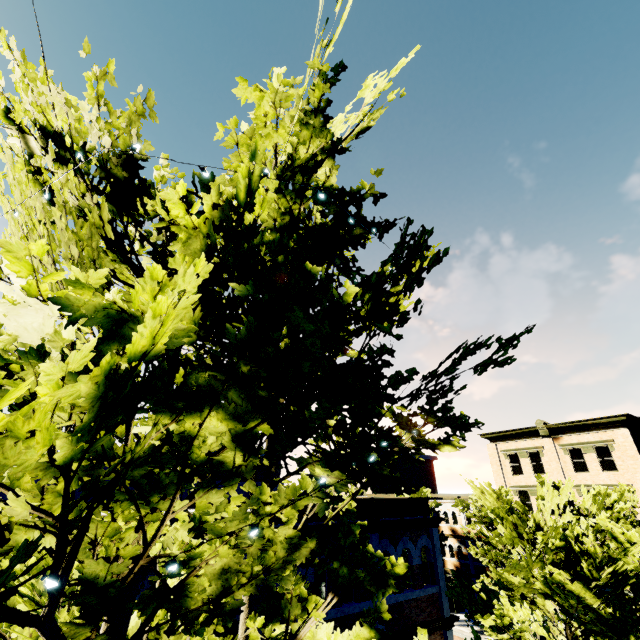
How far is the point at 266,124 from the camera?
4.3 meters

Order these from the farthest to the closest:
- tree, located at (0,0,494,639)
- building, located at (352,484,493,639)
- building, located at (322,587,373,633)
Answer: building, located at (352,484,493,639) → building, located at (322,587,373,633) → tree, located at (0,0,494,639)

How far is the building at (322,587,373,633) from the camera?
8.7 meters

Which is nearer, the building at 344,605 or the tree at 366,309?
the tree at 366,309

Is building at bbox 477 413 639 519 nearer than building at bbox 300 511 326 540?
No

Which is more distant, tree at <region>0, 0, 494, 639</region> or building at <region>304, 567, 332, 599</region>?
building at <region>304, 567, 332, 599</region>

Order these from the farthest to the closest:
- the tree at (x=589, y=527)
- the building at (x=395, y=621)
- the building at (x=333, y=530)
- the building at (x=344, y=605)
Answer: the building at (x=395, y=621) < the building at (x=333, y=530) < the building at (x=344, y=605) < the tree at (x=589, y=527)
